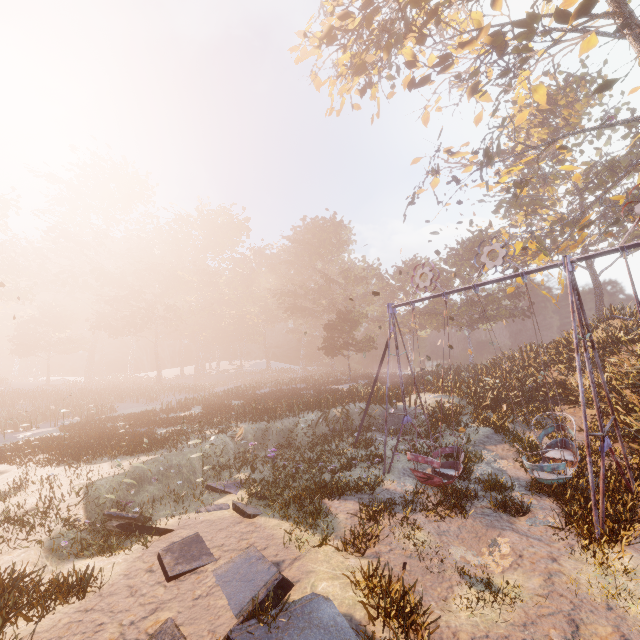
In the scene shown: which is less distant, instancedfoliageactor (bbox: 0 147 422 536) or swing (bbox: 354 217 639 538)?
swing (bbox: 354 217 639 538)

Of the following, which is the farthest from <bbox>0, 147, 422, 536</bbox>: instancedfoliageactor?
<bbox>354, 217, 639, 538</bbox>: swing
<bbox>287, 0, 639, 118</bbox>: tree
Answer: <bbox>287, 0, 639, 118</bbox>: tree

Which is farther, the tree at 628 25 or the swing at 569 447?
the tree at 628 25

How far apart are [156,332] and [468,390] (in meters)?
50.21

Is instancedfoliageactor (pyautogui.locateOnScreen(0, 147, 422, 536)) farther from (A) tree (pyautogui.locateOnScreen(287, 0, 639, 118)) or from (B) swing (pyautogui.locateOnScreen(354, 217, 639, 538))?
(A) tree (pyautogui.locateOnScreen(287, 0, 639, 118))

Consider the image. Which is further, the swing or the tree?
the tree

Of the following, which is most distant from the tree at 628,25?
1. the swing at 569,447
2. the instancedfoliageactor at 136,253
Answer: the instancedfoliageactor at 136,253

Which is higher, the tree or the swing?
the tree
